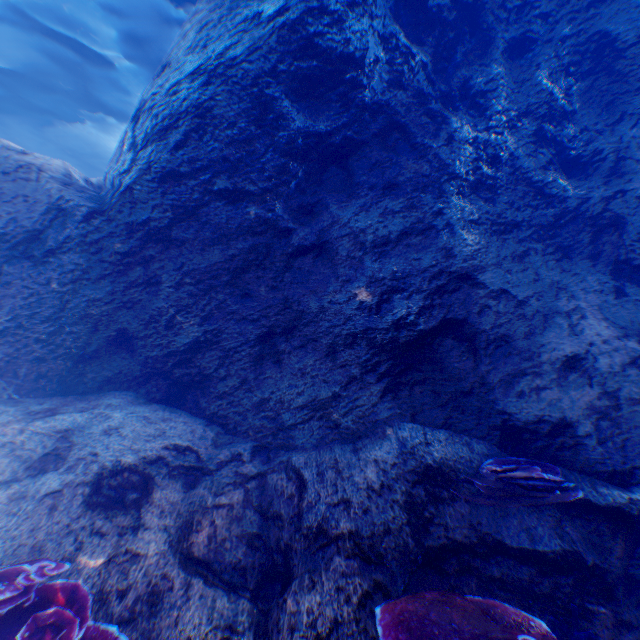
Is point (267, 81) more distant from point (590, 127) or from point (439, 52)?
point (590, 127)

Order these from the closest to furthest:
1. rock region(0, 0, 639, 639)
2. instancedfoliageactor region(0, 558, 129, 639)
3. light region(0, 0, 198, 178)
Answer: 1. instancedfoliageactor region(0, 558, 129, 639)
2. rock region(0, 0, 639, 639)
3. light region(0, 0, 198, 178)

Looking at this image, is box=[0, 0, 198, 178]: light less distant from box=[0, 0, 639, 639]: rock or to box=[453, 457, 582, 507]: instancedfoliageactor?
box=[0, 0, 639, 639]: rock

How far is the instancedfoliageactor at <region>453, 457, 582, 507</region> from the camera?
2.8m

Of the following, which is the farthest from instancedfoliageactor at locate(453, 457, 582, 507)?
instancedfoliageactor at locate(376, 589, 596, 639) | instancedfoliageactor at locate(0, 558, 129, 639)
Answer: instancedfoliageactor at locate(0, 558, 129, 639)

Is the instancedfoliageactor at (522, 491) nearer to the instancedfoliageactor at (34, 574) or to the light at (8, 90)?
the light at (8, 90)

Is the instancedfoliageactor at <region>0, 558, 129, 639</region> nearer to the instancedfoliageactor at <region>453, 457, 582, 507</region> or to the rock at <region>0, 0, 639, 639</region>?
the rock at <region>0, 0, 639, 639</region>

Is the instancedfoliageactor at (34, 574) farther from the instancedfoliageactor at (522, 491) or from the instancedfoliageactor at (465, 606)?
the instancedfoliageactor at (522, 491)
